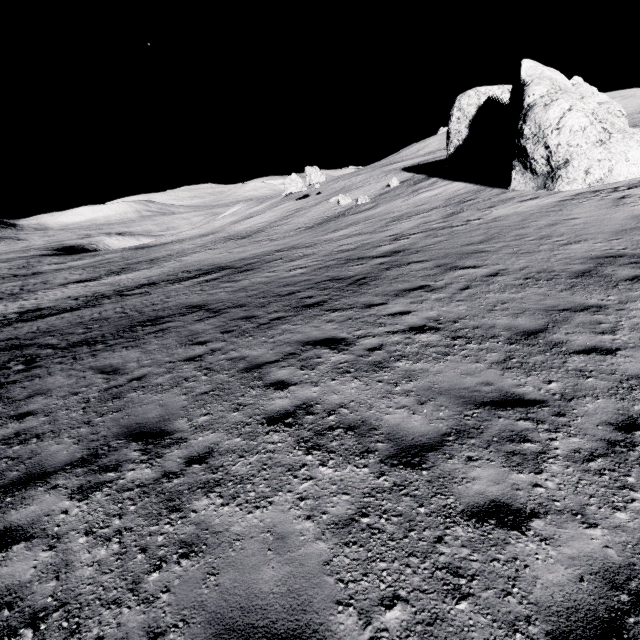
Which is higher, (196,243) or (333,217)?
(333,217)
